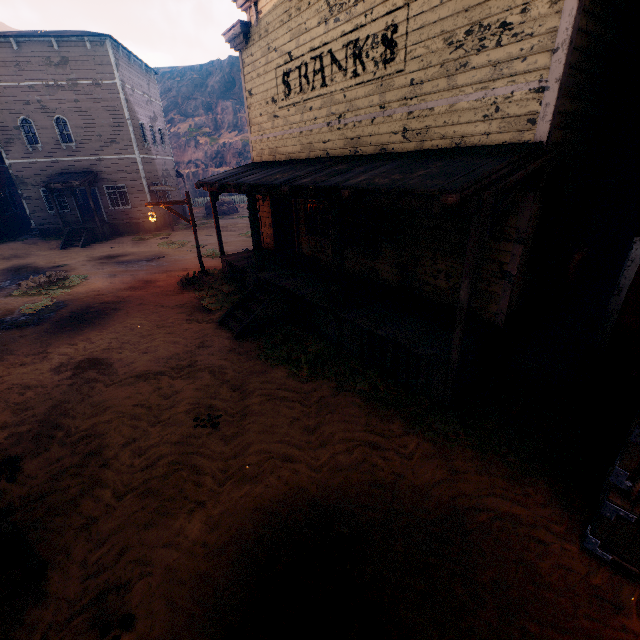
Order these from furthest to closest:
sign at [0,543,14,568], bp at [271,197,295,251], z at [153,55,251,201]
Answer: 1. z at [153,55,251,201]
2. bp at [271,197,295,251]
3. sign at [0,543,14,568]

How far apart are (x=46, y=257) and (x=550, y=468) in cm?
2357

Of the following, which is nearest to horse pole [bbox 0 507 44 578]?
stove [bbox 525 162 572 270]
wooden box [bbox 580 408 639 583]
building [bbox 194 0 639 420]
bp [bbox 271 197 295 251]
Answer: building [bbox 194 0 639 420]

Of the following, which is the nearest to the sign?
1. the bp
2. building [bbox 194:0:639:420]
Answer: building [bbox 194:0:639:420]

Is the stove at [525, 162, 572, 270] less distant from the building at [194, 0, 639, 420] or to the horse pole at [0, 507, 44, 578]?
the building at [194, 0, 639, 420]

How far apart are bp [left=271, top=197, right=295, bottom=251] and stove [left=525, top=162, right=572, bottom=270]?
8.70m

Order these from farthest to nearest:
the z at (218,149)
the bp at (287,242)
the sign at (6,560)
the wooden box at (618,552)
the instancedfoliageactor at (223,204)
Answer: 1. the z at (218,149)
2. the instancedfoliageactor at (223,204)
3. the bp at (287,242)
4. the sign at (6,560)
5. the wooden box at (618,552)

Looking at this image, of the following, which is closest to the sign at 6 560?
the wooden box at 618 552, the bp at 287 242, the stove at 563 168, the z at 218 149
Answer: the z at 218 149
